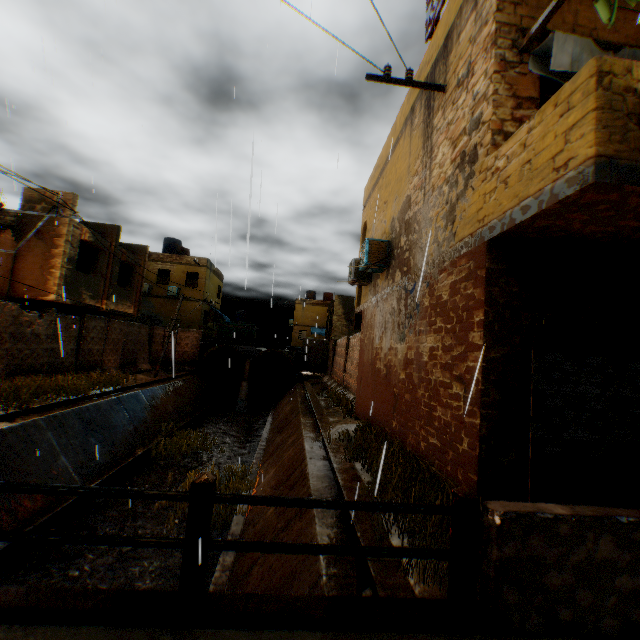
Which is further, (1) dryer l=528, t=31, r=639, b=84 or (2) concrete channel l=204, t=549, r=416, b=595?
(1) dryer l=528, t=31, r=639, b=84

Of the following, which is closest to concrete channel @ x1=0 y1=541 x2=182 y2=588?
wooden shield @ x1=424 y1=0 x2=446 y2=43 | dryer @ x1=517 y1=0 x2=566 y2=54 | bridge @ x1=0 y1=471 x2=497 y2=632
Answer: bridge @ x1=0 y1=471 x2=497 y2=632

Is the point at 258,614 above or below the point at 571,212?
below

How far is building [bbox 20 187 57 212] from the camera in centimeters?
1423cm

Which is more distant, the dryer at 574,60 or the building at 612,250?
the dryer at 574,60

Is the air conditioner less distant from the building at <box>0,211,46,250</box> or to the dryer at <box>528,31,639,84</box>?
the building at <box>0,211,46,250</box>

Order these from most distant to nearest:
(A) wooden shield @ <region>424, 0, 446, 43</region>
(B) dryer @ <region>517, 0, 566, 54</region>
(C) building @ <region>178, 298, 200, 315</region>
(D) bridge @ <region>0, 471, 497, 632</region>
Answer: (C) building @ <region>178, 298, 200, 315</region>
(A) wooden shield @ <region>424, 0, 446, 43</region>
(B) dryer @ <region>517, 0, 566, 54</region>
(D) bridge @ <region>0, 471, 497, 632</region>

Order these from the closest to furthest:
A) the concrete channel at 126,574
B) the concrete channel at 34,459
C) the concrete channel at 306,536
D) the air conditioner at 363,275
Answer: A: the concrete channel at 306,536 → the concrete channel at 126,574 → the concrete channel at 34,459 → the air conditioner at 363,275
